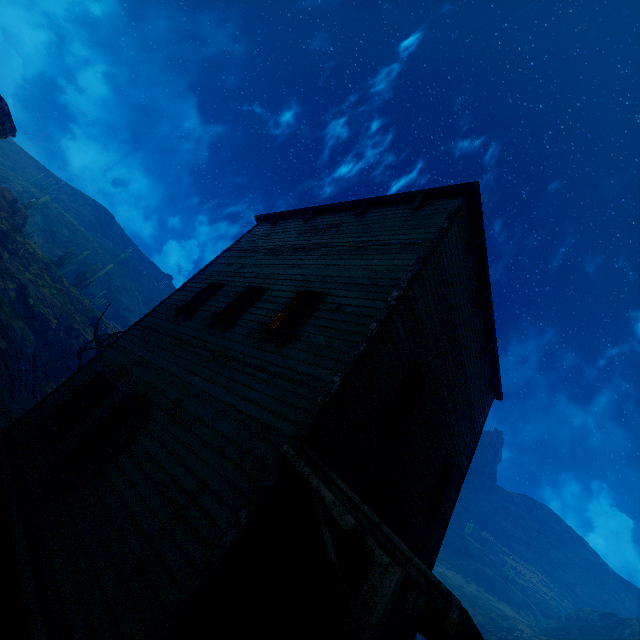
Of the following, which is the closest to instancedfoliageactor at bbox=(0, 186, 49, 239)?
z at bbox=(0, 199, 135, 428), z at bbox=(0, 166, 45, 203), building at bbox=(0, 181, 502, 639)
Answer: z at bbox=(0, 199, 135, 428)

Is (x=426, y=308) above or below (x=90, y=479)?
above

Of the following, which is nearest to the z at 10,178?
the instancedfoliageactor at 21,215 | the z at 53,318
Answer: the instancedfoliageactor at 21,215

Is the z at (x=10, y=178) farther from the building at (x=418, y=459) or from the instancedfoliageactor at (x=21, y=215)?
the building at (x=418, y=459)

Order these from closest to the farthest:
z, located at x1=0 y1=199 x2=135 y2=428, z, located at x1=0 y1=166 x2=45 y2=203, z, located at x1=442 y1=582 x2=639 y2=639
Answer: z, located at x1=0 y1=199 x2=135 y2=428 → z, located at x1=442 y1=582 x2=639 y2=639 → z, located at x1=0 y1=166 x2=45 y2=203

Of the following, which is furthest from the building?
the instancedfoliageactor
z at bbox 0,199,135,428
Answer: the instancedfoliageactor

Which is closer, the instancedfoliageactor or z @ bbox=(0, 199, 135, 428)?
z @ bbox=(0, 199, 135, 428)
